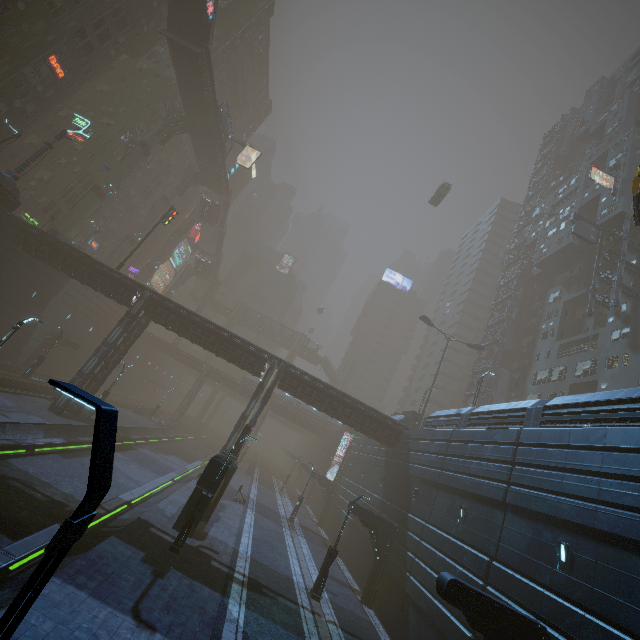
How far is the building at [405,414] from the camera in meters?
33.4

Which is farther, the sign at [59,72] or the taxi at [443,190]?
the taxi at [443,190]

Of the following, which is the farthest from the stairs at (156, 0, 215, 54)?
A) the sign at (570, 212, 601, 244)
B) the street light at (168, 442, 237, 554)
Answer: the sign at (570, 212, 601, 244)

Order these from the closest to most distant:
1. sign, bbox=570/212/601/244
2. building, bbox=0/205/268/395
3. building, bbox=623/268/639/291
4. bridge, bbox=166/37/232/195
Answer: building, bbox=0/205/268/395
building, bbox=623/268/639/291
sign, bbox=570/212/601/244
bridge, bbox=166/37/232/195

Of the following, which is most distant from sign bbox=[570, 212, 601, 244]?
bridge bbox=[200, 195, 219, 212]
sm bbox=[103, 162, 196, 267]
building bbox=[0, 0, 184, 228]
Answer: sm bbox=[103, 162, 196, 267]

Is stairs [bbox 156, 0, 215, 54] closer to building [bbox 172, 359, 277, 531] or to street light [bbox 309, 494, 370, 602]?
building [bbox 172, 359, 277, 531]

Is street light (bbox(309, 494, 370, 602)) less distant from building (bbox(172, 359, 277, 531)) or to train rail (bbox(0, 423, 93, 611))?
building (bbox(172, 359, 277, 531))

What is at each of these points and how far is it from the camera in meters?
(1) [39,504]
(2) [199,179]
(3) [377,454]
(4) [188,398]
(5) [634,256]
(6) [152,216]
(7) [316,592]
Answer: (1) train rail, 14.6
(2) building structure, 55.5
(3) building, 32.1
(4) building, 59.6
(5) building, 33.3
(6) sm, 52.1
(7) street light, 17.0
